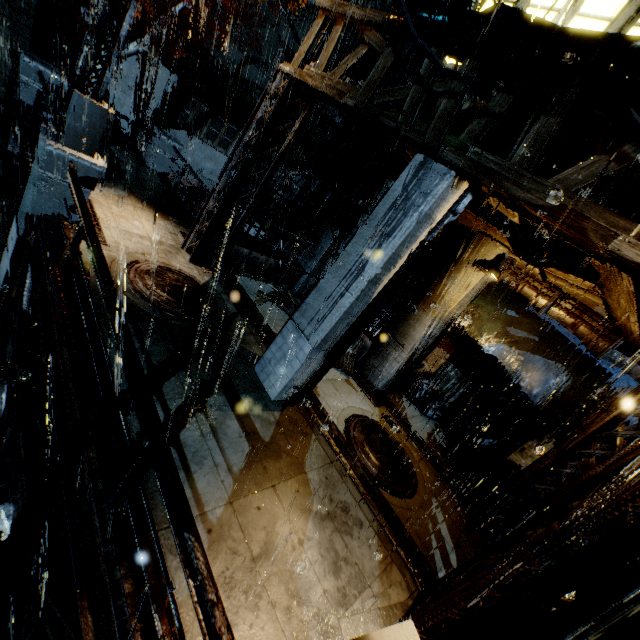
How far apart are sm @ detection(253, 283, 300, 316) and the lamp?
5.9 meters

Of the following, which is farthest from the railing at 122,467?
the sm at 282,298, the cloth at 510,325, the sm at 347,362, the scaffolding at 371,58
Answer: the cloth at 510,325

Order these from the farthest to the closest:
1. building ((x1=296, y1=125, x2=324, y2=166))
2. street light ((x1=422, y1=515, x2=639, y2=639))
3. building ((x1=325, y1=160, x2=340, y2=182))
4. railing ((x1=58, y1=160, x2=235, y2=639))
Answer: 1. building ((x1=325, y1=160, x2=340, y2=182))
2. building ((x1=296, y1=125, x2=324, y2=166))
3. railing ((x1=58, y1=160, x2=235, y2=639))
4. street light ((x1=422, y1=515, x2=639, y2=639))

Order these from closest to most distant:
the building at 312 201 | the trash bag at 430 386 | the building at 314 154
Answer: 1. the trash bag at 430 386
2. the building at 314 154
3. the building at 312 201

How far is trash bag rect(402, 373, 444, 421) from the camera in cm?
1198

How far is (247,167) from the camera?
8.93m

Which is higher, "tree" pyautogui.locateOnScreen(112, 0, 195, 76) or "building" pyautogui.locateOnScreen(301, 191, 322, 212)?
"tree" pyautogui.locateOnScreen(112, 0, 195, 76)

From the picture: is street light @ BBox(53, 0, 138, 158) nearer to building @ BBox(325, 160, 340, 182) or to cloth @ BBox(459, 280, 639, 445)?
building @ BBox(325, 160, 340, 182)
